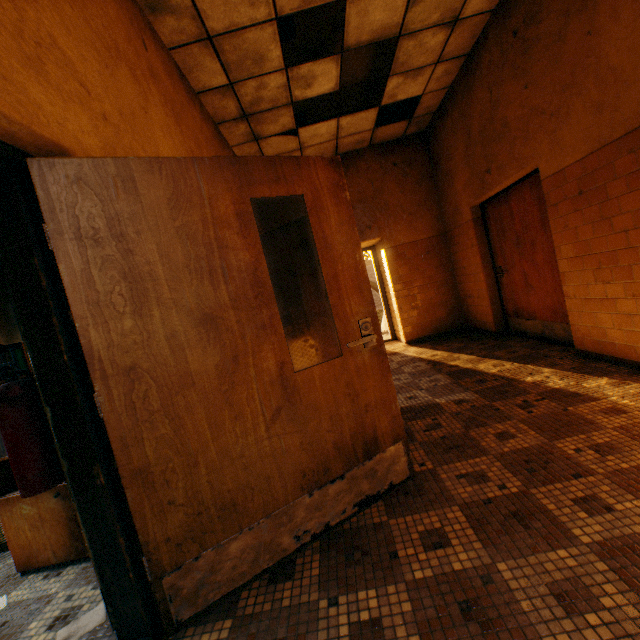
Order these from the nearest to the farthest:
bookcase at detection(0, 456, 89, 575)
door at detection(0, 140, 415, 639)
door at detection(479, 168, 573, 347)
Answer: door at detection(0, 140, 415, 639)
bookcase at detection(0, 456, 89, 575)
door at detection(479, 168, 573, 347)

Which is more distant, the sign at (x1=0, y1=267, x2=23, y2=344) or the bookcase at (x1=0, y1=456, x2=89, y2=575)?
the bookcase at (x1=0, y1=456, x2=89, y2=575)

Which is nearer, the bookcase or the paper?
the paper

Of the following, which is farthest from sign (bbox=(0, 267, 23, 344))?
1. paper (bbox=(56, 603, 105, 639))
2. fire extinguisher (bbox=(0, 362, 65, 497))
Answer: paper (bbox=(56, 603, 105, 639))

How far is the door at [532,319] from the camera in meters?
3.9

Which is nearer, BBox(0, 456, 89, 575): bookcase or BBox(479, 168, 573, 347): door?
BBox(0, 456, 89, 575): bookcase

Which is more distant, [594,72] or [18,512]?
[594,72]

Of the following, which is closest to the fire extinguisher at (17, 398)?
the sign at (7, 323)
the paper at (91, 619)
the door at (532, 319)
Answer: the sign at (7, 323)
